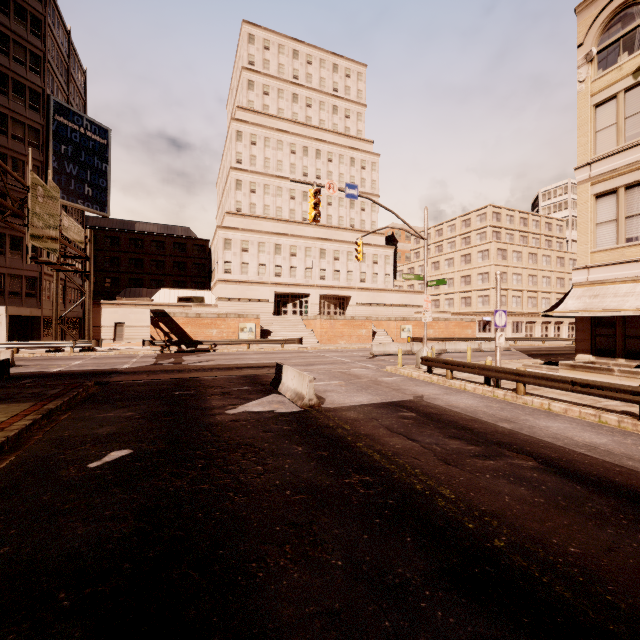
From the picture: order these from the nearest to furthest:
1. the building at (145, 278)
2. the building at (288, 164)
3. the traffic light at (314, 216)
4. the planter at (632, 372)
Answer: the planter at (632, 372) → the traffic light at (314, 216) → the building at (145, 278) → the building at (288, 164)

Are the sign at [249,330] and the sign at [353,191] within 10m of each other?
no

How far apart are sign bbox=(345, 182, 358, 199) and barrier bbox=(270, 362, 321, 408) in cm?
902

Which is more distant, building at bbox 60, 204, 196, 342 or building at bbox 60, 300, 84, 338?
building at bbox 60, 300, 84, 338

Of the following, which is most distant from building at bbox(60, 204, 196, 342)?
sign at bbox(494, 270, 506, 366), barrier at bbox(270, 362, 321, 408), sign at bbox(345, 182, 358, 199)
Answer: sign at bbox(494, 270, 506, 366)

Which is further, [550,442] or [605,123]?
[605,123]

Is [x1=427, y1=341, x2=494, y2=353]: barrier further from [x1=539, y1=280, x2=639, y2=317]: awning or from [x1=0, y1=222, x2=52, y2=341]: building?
[x1=0, y1=222, x2=52, y2=341]: building

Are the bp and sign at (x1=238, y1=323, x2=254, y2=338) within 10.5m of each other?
no
